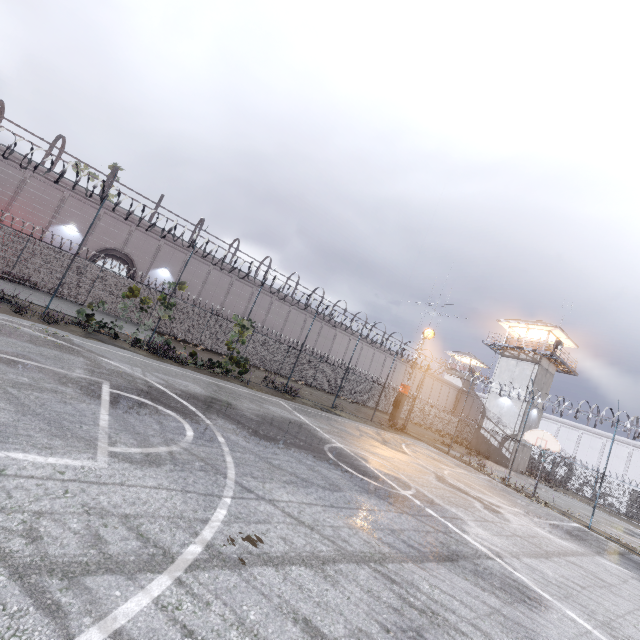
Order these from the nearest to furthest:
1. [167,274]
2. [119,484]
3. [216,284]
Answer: [119,484]
[167,274]
[216,284]

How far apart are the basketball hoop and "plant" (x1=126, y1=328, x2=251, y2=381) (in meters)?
18.47

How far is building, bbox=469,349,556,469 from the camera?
31.6 meters

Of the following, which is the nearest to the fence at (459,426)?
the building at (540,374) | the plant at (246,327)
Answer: the plant at (246,327)

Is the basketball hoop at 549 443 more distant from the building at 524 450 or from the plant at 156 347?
the plant at 156 347

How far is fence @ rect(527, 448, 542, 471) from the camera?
38.47m

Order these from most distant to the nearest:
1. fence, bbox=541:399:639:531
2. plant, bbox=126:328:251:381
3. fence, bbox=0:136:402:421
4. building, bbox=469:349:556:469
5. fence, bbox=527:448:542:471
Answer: fence, bbox=527:448:542:471 → building, bbox=469:349:556:469 → fence, bbox=541:399:639:531 → plant, bbox=126:328:251:381 → fence, bbox=0:136:402:421

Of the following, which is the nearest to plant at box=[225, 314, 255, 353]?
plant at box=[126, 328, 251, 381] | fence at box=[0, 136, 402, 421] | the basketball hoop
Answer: fence at box=[0, 136, 402, 421]
